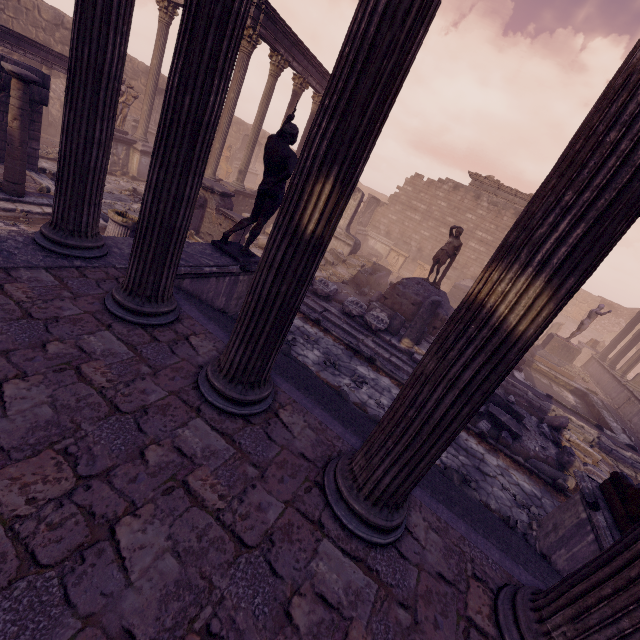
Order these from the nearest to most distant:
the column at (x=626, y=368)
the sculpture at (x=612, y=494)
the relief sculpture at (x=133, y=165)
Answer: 1. the sculpture at (x=612, y=494)
2. the relief sculpture at (x=133, y=165)
3. the column at (x=626, y=368)

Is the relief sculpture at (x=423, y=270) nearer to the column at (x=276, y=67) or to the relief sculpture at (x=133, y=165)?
the relief sculpture at (x=133, y=165)

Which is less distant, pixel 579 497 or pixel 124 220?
pixel 579 497

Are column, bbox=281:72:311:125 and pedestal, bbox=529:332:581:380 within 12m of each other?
no

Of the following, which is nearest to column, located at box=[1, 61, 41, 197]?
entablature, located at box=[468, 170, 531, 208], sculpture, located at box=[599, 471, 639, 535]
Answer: sculpture, located at box=[599, 471, 639, 535]

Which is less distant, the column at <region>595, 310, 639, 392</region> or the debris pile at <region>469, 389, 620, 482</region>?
the debris pile at <region>469, 389, 620, 482</region>

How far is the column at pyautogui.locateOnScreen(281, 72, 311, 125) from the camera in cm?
1481

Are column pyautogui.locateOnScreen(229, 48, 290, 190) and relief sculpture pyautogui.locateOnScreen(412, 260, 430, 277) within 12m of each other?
no
